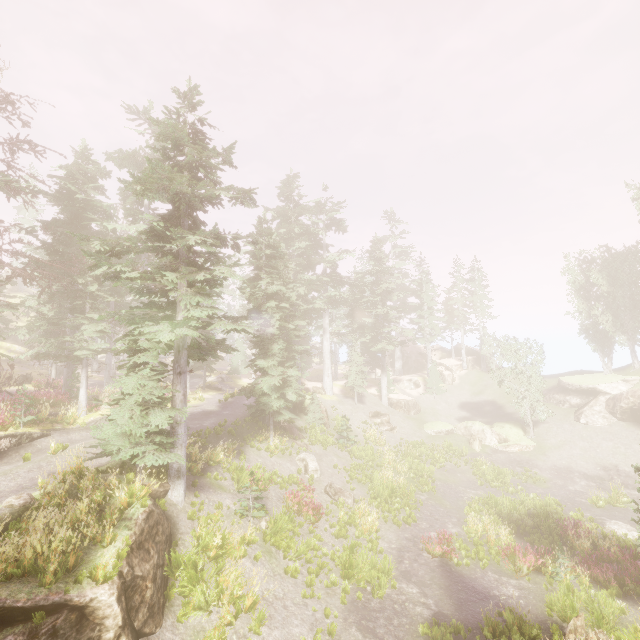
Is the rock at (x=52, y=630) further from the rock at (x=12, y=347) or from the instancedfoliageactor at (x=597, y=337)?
the rock at (x=12, y=347)

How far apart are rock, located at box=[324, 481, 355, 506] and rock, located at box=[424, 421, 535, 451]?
16.9m

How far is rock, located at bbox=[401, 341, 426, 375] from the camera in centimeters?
5200cm

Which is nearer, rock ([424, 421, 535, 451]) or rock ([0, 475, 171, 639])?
rock ([0, 475, 171, 639])

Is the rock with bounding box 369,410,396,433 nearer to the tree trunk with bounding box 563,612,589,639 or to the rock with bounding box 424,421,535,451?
the rock with bounding box 424,421,535,451

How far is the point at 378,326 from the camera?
39.4m

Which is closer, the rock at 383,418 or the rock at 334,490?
the rock at 334,490

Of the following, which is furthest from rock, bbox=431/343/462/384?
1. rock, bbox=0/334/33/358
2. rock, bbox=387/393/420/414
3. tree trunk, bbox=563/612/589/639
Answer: rock, bbox=0/334/33/358
